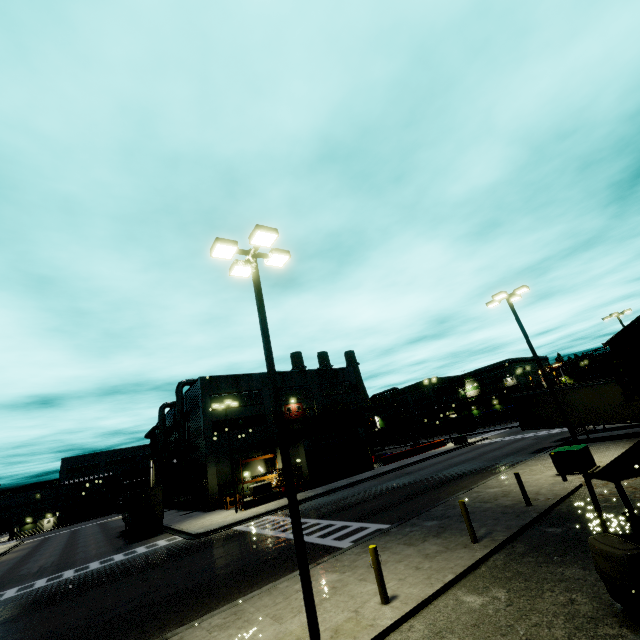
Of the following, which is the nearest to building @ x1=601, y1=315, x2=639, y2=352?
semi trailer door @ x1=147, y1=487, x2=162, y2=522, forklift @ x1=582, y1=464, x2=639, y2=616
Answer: forklift @ x1=582, y1=464, x2=639, y2=616

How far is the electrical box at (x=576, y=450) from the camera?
15.07m

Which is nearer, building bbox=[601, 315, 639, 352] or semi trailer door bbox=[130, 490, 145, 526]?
building bbox=[601, 315, 639, 352]

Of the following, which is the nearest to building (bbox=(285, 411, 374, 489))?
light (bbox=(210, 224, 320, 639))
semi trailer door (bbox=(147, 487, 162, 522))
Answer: light (bbox=(210, 224, 320, 639))

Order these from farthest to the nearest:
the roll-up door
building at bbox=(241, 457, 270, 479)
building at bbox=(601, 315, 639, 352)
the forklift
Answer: building at bbox=(241, 457, 270, 479) < the roll-up door < building at bbox=(601, 315, 639, 352) < the forklift

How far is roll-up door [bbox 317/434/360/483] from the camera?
35.56m

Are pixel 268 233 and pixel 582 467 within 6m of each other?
no

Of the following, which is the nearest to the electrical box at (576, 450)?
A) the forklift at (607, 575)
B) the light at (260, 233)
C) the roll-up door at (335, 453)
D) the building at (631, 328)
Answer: the light at (260, 233)
